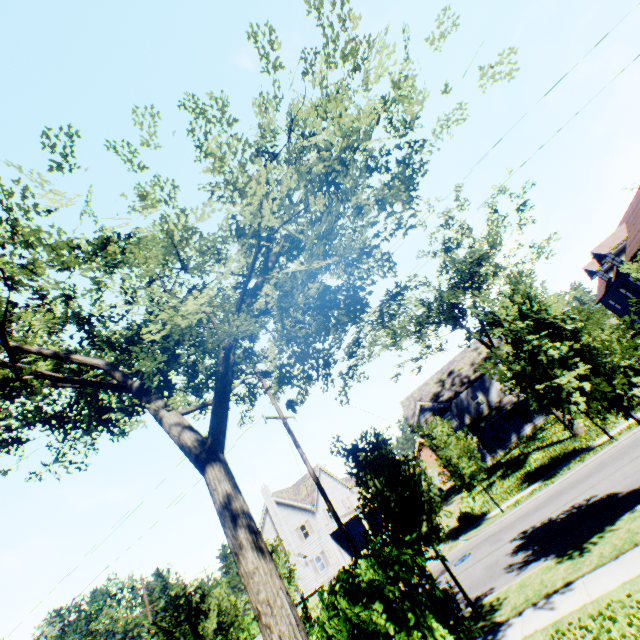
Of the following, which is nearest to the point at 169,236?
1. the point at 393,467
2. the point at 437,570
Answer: the point at 393,467

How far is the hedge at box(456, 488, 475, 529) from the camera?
21.2m

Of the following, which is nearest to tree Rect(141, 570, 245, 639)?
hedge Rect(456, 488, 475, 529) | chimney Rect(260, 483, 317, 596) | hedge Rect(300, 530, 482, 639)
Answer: Result: hedge Rect(300, 530, 482, 639)

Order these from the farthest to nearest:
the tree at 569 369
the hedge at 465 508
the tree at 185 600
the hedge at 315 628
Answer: the hedge at 465 508 → the tree at 185 600 → the hedge at 315 628 → the tree at 569 369

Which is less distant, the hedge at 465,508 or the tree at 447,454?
the tree at 447,454

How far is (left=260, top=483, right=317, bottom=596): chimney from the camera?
35.8 meters

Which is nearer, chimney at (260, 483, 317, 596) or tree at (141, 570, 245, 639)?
tree at (141, 570, 245, 639)
